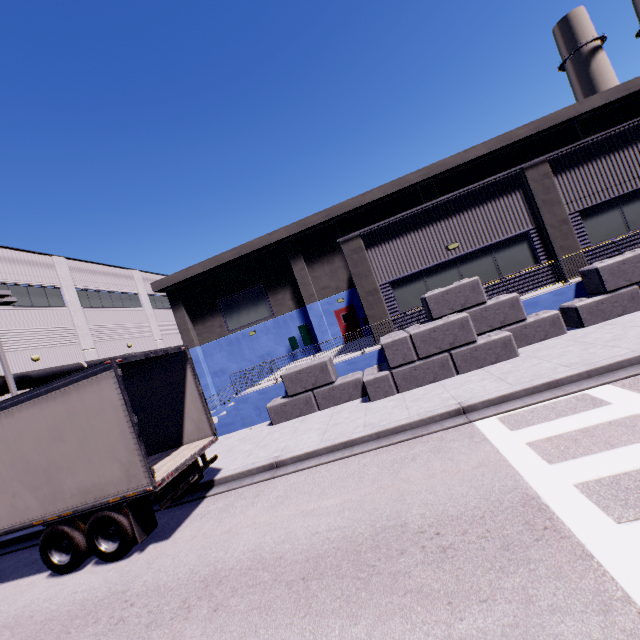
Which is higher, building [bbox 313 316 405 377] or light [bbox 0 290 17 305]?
light [bbox 0 290 17 305]

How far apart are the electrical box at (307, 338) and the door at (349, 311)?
Result: 2.1m

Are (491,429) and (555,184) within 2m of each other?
no

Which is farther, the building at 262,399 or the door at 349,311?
the door at 349,311

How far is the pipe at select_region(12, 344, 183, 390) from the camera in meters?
17.9 m

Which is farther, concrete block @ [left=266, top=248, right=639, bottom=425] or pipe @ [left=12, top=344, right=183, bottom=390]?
pipe @ [left=12, top=344, right=183, bottom=390]

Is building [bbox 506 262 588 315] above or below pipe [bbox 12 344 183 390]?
below

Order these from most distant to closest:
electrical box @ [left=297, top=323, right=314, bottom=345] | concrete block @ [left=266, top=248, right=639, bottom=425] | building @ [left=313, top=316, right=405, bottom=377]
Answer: electrical box @ [left=297, top=323, right=314, bottom=345] → building @ [left=313, top=316, right=405, bottom=377] → concrete block @ [left=266, top=248, right=639, bottom=425]
